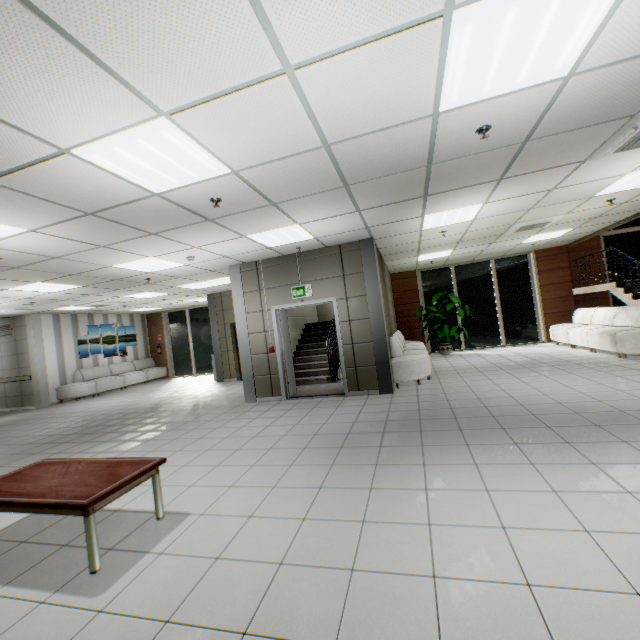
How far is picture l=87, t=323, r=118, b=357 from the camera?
13.09m

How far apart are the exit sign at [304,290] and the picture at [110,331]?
10.4m

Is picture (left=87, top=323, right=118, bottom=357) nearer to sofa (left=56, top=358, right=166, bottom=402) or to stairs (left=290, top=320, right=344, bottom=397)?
sofa (left=56, top=358, right=166, bottom=402)

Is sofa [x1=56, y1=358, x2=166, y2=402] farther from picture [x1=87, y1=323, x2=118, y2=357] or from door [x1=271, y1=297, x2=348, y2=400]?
door [x1=271, y1=297, x2=348, y2=400]

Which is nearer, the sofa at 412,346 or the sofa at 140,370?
the sofa at 412,346

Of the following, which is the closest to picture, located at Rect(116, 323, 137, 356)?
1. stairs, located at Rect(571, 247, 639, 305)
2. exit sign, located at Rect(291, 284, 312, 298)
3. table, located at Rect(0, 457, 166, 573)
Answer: exit sign, located at Rect(291, 284, 312, 298)

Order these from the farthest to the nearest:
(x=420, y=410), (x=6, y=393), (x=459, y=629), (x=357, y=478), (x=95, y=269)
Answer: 1. (x=6, y=393)
2. (x=95, y=269)
3. (x=420, y=410)
4. (x=357, y=478)
5. (x=459, y=629)

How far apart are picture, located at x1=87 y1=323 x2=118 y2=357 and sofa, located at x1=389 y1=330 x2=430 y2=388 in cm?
1203
